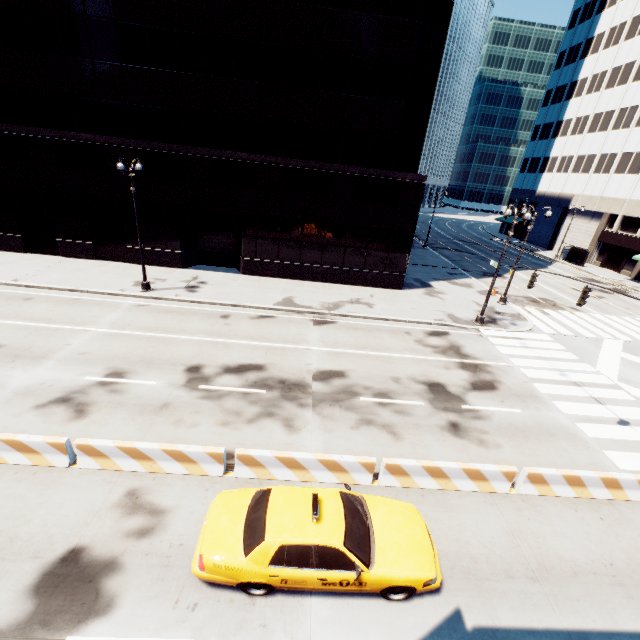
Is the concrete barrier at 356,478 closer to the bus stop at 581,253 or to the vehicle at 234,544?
the vehicle at 234,544

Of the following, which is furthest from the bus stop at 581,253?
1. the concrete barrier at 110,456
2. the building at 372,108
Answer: the concrete barrier at 110,456

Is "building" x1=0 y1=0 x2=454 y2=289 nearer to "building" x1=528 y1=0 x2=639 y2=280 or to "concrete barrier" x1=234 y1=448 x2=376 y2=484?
"concrete barrier" x1=234 y1=448 x2=376 y2=484

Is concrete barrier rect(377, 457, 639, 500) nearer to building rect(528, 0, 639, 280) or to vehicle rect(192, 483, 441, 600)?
vehicle rect(192, 483, 441, 600)

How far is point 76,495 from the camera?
8.2m

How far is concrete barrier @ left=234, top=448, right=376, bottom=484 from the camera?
9.0m

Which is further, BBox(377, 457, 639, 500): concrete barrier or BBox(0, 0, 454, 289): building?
BBox(0, 0, 454, 289): building

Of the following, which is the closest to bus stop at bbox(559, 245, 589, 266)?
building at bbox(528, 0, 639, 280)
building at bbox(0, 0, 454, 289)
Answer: building at bbox(528, 0, 639, 280)
